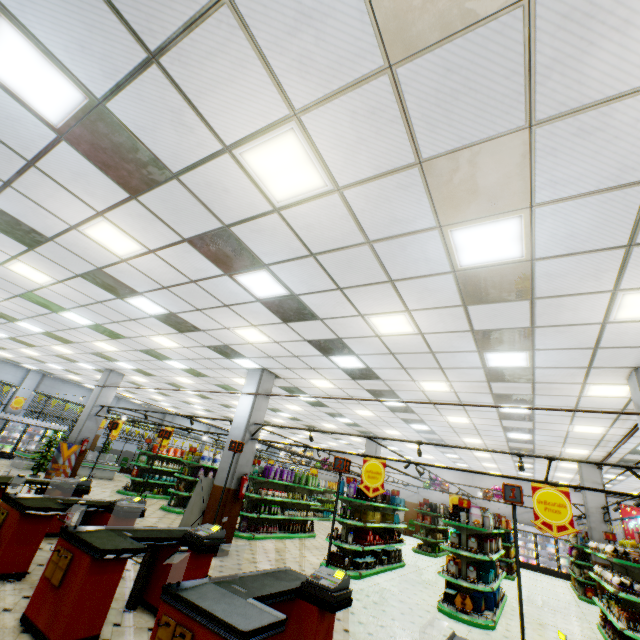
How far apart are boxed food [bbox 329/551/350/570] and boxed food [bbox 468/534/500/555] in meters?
3.6 m

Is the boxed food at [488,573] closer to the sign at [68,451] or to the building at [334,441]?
the building at [334,441]

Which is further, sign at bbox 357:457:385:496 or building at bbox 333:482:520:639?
sign at bbox 357:457:385:496

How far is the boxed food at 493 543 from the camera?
7.9 meters

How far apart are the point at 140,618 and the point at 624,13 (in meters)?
7.91

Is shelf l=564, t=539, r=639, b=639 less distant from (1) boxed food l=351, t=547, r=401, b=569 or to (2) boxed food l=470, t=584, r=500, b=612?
(2) boxed food l=470, t=584, r=500, b=612

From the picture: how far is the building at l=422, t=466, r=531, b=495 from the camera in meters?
21.5 m

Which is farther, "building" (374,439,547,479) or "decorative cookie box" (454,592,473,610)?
"building" (374,439,547,479)
